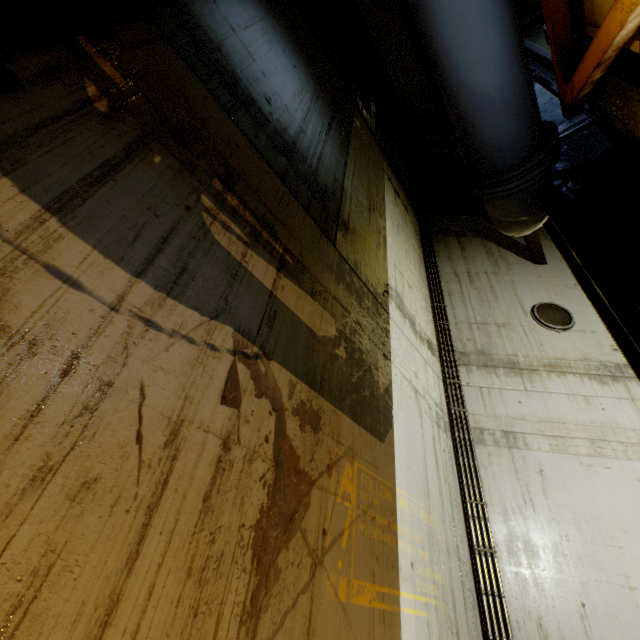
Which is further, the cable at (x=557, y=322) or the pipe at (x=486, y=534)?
the cable at (x=557, y=322)

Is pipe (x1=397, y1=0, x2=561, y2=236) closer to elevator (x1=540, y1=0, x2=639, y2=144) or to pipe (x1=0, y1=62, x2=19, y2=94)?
elevator (x1=540, y1=0, x2=639, y2=144)

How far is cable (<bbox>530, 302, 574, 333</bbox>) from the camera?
6.7m

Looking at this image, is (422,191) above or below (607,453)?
above

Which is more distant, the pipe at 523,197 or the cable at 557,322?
the cable at 557,322

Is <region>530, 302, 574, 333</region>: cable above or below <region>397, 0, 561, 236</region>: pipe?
above

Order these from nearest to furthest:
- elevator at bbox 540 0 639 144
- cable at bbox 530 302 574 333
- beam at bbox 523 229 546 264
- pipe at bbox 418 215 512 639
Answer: elevator at bbox 540 0 639 144
pipe at bbox 418 215 512 639
cable at bbox 530 302 574 333
beam at bbox 523 229 546 264

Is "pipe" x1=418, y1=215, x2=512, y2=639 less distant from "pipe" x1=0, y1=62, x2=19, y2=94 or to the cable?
the cable
